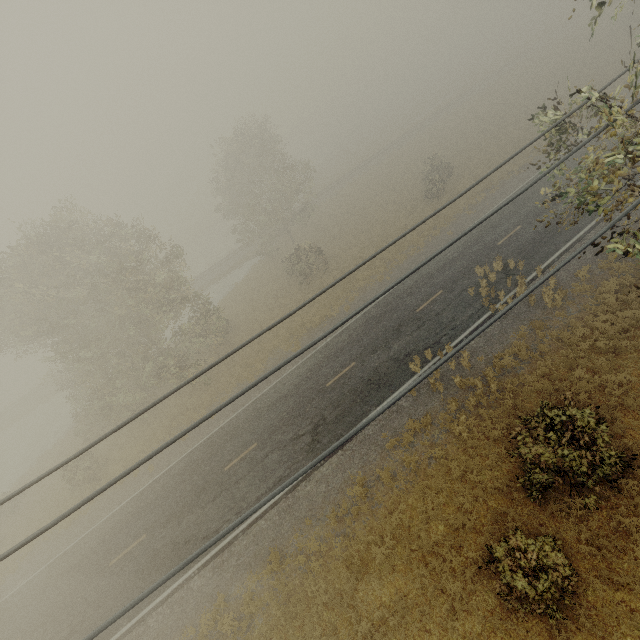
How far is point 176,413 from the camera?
24.94m
